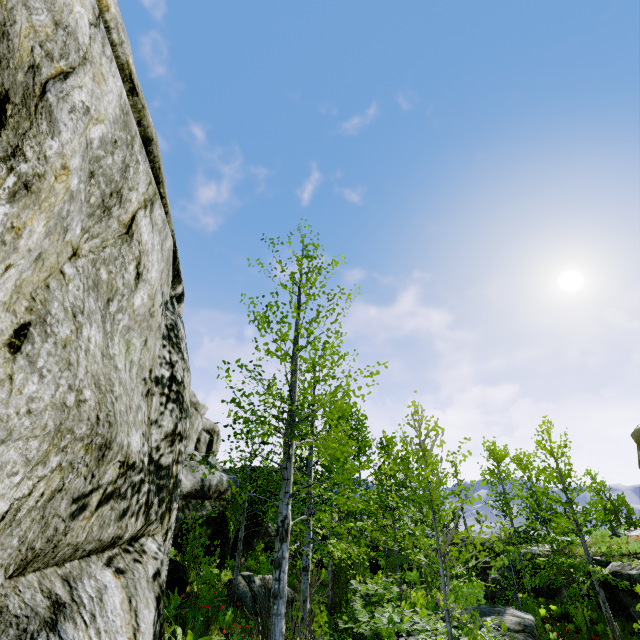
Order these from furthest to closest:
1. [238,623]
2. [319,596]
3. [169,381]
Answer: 1. [238,623]
2. [319,596]
3. [169,381]

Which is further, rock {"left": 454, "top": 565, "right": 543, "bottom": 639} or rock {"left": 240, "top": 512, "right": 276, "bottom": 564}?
rock {"left": 240, "top": 512, "right": 276, "bottom": 564}

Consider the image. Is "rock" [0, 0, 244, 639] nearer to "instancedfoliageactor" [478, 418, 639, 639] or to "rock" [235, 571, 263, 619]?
"instancedfoliageactor" [478, 418, 639, 639]

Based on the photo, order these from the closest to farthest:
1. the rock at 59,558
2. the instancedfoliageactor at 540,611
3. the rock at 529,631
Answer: the rock at 59,558 < the rock at 529,631 < the instancedfoliageactor at 540,611

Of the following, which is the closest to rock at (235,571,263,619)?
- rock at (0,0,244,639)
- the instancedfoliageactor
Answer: rock at (0,0,244,639)

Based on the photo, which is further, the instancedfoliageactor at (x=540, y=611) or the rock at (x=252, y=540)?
the rock at (x=252, y=540)
